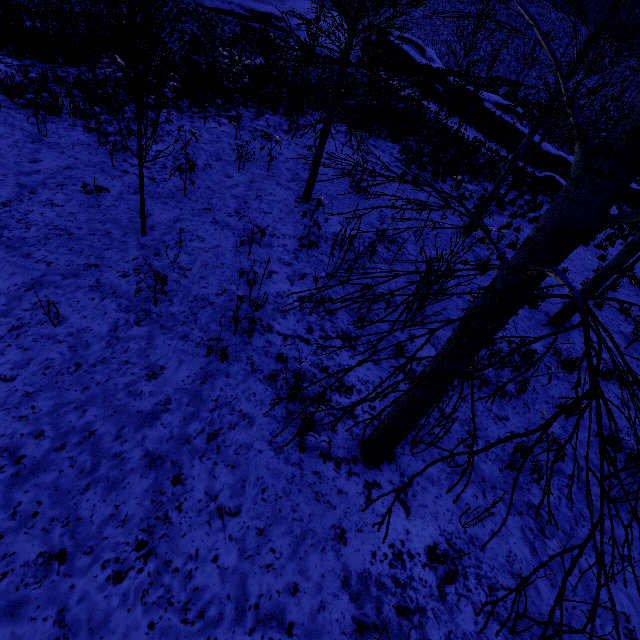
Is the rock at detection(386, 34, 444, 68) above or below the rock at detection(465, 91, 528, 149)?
above

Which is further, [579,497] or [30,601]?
→ [579,497]

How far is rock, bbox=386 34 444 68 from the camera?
27.54m

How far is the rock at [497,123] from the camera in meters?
23.3 m

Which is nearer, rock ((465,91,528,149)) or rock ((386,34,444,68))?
rock ((465,91,528,149))

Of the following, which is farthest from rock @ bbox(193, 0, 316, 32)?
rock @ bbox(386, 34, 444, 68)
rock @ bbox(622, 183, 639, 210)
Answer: rock @ bbox(622, 183, 639, 210)
